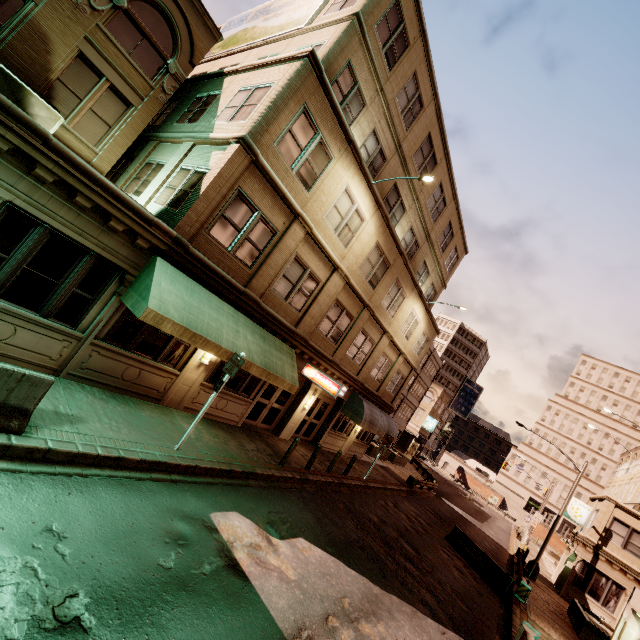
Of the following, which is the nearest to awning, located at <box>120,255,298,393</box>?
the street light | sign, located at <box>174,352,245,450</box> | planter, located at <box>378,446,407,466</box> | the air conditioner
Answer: sign, located at <box>174,352,245,450</box>

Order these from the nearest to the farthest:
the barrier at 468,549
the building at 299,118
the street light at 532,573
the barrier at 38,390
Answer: the barrier at 38,390, the building at 299,118, the barrier at 468,549, the street light at 532,573

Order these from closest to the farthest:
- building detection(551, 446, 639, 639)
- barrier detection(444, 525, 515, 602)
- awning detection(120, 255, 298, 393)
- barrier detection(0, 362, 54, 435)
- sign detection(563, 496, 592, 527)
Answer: barrier detection(0, 362, 54, 435), awning detection(120, 255, 298, 393), barrier detection(444, 525, 515, 602), building detection(551, 446, 639, 639), sign detection(563, 496, 592, 527)

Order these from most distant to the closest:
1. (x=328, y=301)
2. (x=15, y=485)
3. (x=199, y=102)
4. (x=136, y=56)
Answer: (x=328, y=301) < (x=199, y=102) < (x=136, y=56) < (x=15, y=485)

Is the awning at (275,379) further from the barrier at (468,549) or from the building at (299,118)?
the barrier at (468,549)

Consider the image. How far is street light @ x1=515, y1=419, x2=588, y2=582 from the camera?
22.6 meters

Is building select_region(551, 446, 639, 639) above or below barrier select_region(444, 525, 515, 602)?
above

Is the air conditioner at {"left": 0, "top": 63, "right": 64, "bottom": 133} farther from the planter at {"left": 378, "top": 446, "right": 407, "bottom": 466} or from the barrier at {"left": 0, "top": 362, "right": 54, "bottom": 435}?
the planter at {"left": 378, "top": 446, "right": 407, "bottom": 466}
